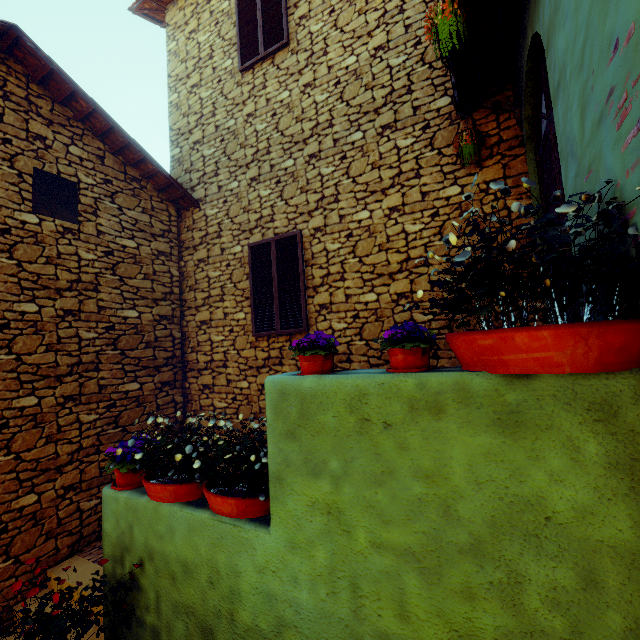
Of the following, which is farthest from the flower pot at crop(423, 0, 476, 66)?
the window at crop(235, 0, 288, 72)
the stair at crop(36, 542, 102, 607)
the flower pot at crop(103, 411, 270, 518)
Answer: the stair at crop(36, 542, 102, 607)

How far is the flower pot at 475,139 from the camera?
3.9m

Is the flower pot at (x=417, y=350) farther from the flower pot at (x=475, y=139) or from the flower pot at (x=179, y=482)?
the flower pot at (x=475, y=139)

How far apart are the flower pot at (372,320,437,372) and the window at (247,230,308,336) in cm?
315

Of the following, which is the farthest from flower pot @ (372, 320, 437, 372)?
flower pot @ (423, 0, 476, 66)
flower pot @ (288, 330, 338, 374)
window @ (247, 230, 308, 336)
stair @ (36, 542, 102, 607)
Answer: stair @ (36, 542, 102, 607)

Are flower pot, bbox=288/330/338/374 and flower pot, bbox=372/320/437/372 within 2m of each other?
yes

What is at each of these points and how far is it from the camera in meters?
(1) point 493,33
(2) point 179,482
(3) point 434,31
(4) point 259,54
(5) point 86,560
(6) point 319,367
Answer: (1) door eaves, 3.3
(2) flower pot, 2.7
(3) flower pot, 2.5
(4) window, 5.8
(5) stair, 4.4
(6) flower pot, 2.1

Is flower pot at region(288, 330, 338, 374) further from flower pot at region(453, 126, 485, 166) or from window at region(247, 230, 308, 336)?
flower pot at region(453, 126, 485, 166)
